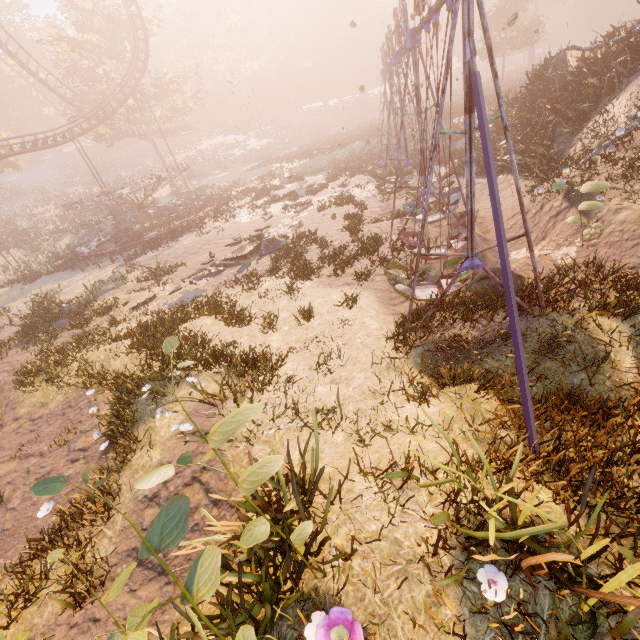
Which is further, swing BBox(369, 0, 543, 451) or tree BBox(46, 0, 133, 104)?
tree BBox(46, 0, 133, 104)

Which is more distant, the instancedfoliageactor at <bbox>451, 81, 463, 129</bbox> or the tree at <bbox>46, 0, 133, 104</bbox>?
the tree at <bbox>46, 0, 133, 104</bbox>

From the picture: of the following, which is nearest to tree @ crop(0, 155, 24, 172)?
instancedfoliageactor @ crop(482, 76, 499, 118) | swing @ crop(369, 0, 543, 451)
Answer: instancedfoliageactor @ crop(482, 76, 499, 118)

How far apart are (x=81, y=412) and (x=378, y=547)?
8.5 meters

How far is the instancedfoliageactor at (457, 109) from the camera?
27.17m

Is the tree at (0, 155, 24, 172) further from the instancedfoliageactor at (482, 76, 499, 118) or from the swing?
the swing

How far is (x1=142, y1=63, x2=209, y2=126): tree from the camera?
37.56m

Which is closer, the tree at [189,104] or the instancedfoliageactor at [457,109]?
the instancedfoliageactor at [457,109]
